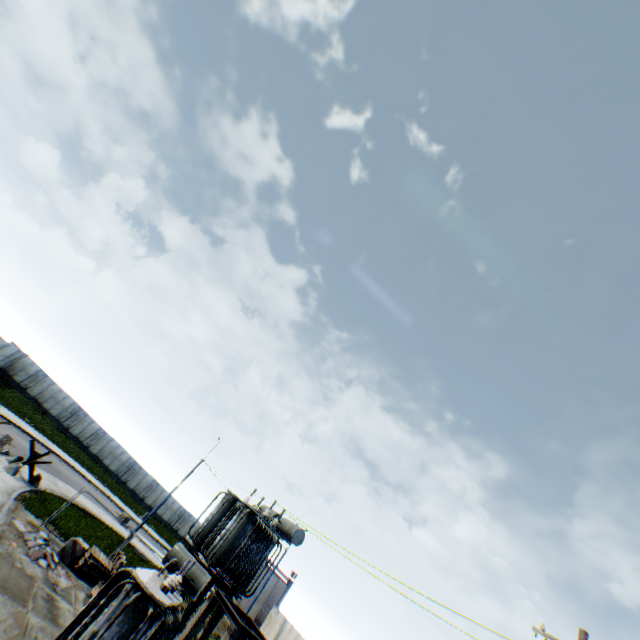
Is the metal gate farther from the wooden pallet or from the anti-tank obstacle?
the anti-tank obstacle

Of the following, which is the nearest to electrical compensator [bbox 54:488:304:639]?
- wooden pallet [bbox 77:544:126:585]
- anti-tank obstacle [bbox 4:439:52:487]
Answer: wooden pallet [bbox 77:544:126:585]

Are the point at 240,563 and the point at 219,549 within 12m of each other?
yes

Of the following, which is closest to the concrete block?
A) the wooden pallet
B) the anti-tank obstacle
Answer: the wooden pallet

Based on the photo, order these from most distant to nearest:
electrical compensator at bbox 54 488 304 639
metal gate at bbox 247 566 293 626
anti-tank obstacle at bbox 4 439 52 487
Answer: metal gate at bbox 247 566 293 626 < anti-tank obstacle at bbox 4 439 52 487 < electrical compensator at bbox 54 488 304 639

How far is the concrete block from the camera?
14.7 meters

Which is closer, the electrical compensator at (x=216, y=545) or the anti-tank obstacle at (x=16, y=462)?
the electrical compensator at (x=216, y=545)

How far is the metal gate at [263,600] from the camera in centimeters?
3300cm
